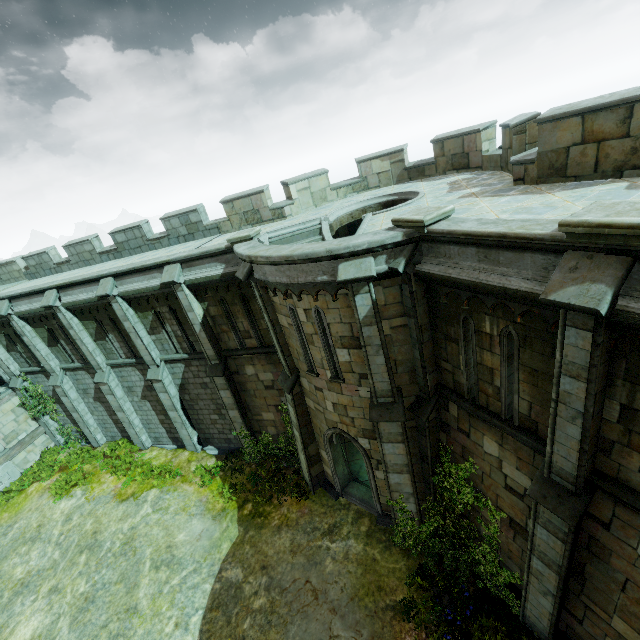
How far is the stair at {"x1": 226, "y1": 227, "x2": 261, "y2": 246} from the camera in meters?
11.0

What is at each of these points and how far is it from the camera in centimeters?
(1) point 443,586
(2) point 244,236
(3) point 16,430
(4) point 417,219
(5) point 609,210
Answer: (1) plant, 930cm
(2) stair, 1095cm
(3) building, 1952cm
(4) stone cap, 656cm
(5) stone cap, 418cm

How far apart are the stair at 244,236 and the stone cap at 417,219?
5.4 meters

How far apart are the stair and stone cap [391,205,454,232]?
5.4 meters

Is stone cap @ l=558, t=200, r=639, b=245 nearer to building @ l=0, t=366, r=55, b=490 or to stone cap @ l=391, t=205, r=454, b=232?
stone cap @ l=391, t=205, r=454, b=232

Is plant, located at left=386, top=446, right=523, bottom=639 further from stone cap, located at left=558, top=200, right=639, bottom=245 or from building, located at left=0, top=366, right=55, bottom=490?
building, located at left=0, top=366, right=55, bottom=490

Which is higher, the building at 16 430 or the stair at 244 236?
the stair at 244 236

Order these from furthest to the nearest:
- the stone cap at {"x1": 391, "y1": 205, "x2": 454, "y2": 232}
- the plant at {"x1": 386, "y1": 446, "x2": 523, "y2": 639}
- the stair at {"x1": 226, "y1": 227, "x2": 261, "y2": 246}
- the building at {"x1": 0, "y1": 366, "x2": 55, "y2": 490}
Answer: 1. the building at {"x1": 0, "y1": 366, "x2": 55, "y2": 490}
2. the stair at {"x1": 226, "y1": 227, "x2": 261, "y2": 246}
3. the plant at {"x1": 386, "y1": 446, "x2": 523, "y2": 639}
4. the stone cap at {"x1": 391, "y1": 205, "x2": 454, "y2": 232}
